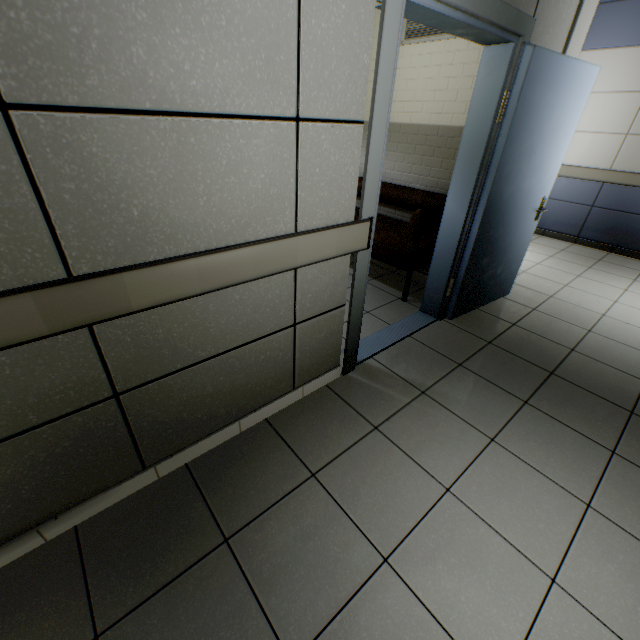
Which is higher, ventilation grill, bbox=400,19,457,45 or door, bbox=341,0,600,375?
ventilation grill, bbox=400,19,457,45

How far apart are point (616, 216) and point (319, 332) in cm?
568

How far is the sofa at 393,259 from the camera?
3.0m

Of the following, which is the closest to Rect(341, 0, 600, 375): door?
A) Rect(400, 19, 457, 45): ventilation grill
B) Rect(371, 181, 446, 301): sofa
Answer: Rect(371, 181, 446, 301): sofa

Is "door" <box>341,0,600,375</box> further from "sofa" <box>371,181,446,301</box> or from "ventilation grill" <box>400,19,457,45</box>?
"ventilation grill" <box>400,19,457,45</box>

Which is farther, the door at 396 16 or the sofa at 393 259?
the sofa at 393 259

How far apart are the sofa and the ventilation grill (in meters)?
1.33
